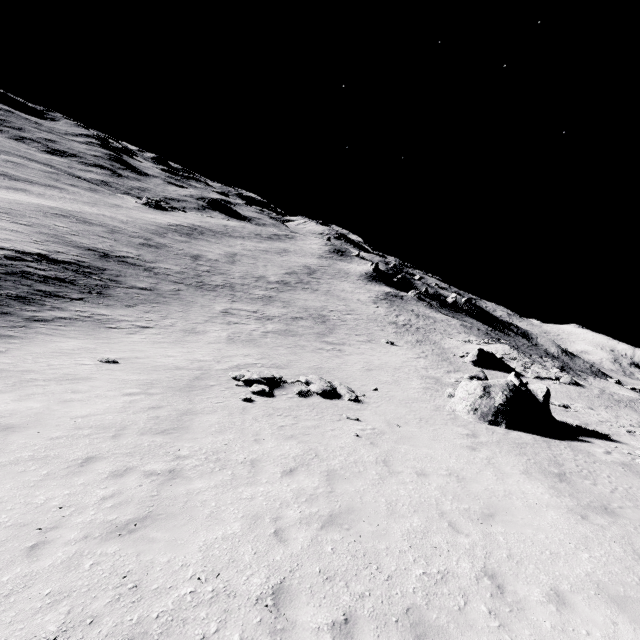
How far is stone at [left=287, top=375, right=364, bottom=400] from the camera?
16.5m

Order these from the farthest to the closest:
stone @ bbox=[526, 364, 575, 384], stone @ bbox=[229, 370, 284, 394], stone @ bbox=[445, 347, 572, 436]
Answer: stone @ bbox=[526, 364, 575, 384]
stone @ bbox=[445, 347, 572, 436]
stone @ bbox=[229, 370, 284, 394]

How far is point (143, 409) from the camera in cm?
1169

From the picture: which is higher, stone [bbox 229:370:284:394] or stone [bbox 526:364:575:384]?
stone [bbox 526:364:575:384]

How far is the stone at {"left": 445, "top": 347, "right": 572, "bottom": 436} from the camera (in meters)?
16.44

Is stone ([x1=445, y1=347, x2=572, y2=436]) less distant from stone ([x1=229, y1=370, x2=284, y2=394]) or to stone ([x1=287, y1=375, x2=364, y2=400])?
stone ([x1=287, y1=375, x2=364, y2=400])

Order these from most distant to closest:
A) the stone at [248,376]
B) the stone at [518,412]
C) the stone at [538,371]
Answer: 1. the stone at [538,371]
2. the stone at [518,412]
3. the stone at [248,376]

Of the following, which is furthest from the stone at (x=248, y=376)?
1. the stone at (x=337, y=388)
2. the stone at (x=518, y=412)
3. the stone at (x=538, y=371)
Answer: the stone at (x=538, y=371)
